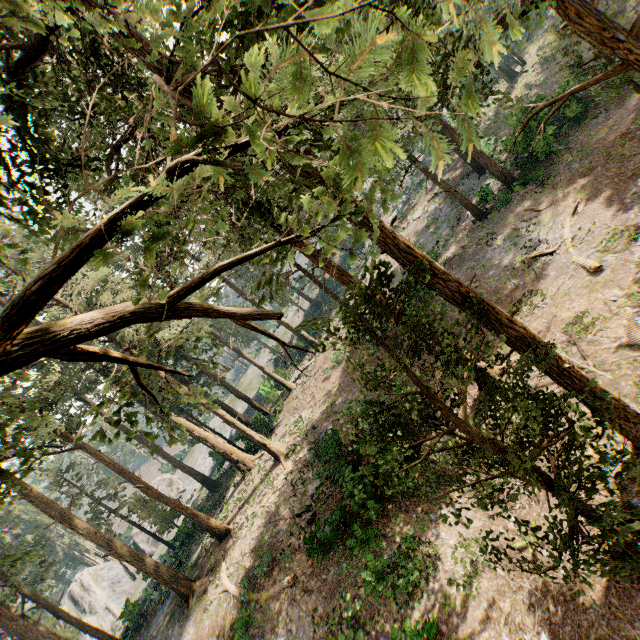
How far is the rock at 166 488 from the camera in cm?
5259

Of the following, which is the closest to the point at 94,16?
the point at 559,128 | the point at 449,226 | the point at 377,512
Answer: the point at 377,512

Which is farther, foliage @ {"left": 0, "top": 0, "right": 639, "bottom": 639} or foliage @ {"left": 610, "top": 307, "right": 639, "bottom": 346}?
foliage @ {"left": 610, "top": 307, "right": 639, "bottom": 346}

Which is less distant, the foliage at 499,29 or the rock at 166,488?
the foliage at 499,29

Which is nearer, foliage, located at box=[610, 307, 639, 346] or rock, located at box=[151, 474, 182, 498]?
foliage, located at box=[610, 307, 639, 346]

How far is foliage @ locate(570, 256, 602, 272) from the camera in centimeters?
1457cm

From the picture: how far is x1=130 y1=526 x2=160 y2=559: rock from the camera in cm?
4566
